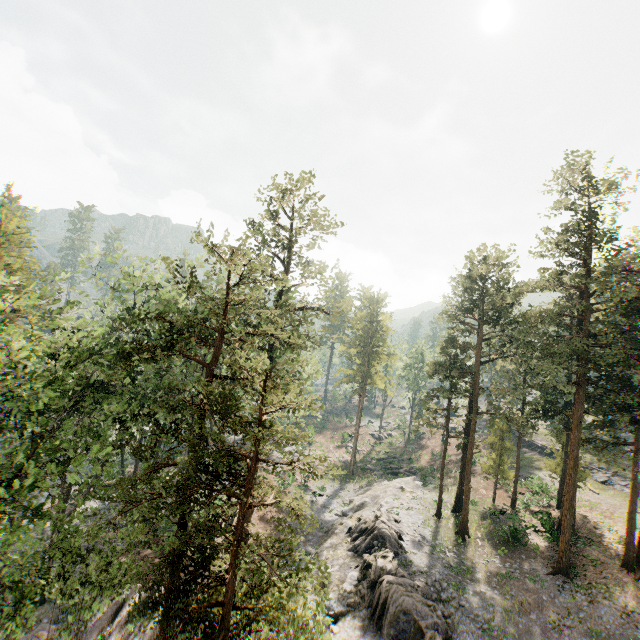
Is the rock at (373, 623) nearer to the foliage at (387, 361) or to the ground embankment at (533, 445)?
the foliage at (387, 361)

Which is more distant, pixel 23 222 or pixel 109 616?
pixel 23 222

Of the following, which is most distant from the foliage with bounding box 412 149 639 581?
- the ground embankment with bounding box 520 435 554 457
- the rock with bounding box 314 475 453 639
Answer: the ground embankment with bounding box 520 435 554 457

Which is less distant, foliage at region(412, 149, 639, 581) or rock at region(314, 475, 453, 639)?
rock at region(314, 475, 453, 639)

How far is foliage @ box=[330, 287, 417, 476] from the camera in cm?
4675

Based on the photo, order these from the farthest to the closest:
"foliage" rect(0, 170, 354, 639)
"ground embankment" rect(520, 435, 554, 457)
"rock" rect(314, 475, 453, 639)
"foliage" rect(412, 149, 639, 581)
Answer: "ground embankment" rect(520, 435, 554, 457) < "foliage" rect(412, 149, 639, 581) < "rock" rect(314, 475, 453, 639) < "foliage" rect(0, 170, 354, 639)
